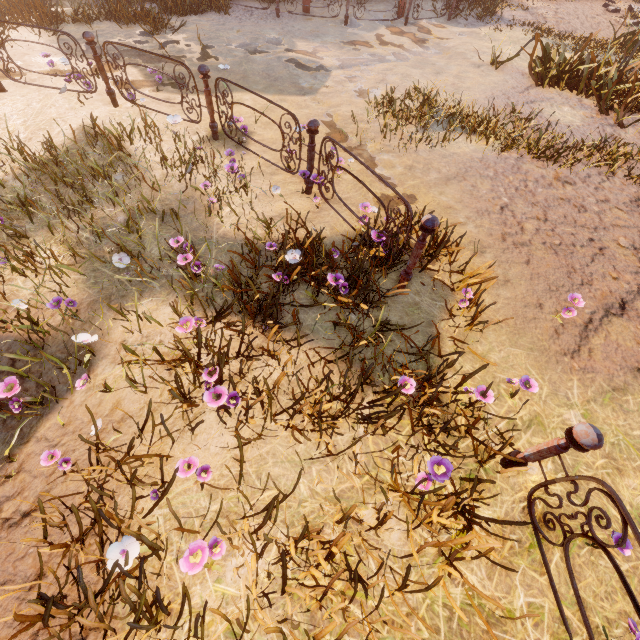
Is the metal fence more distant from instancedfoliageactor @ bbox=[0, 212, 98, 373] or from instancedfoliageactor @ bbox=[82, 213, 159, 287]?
instancedfoliageactor @ bbox=[82, 213, 159, 287]

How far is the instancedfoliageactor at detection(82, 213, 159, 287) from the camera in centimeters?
348cm

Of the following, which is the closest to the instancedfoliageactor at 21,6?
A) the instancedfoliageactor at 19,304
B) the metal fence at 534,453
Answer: the instancedfoliageactor at 19,304

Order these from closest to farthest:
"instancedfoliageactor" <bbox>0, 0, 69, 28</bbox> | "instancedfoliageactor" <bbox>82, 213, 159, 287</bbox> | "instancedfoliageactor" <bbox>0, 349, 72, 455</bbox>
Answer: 1. "instancedfoliageactor" <bbox>0, 349, 72, 455</bbox>
2. "instancedfoliageactor" <bbox>82, 213, 159, 287</bbox>
3. "instancedfoliageactor" <bbox>0, 0, 69, 28</bbox>

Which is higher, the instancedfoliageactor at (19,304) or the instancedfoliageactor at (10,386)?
the instancedfoliageactor at (10,386)

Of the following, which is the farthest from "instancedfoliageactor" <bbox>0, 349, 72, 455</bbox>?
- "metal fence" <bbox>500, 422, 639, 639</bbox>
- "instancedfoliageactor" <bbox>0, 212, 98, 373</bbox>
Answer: "metal fence" <bbox>500, 422, 639, 639</bbox>

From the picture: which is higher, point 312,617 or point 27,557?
point 312,617
